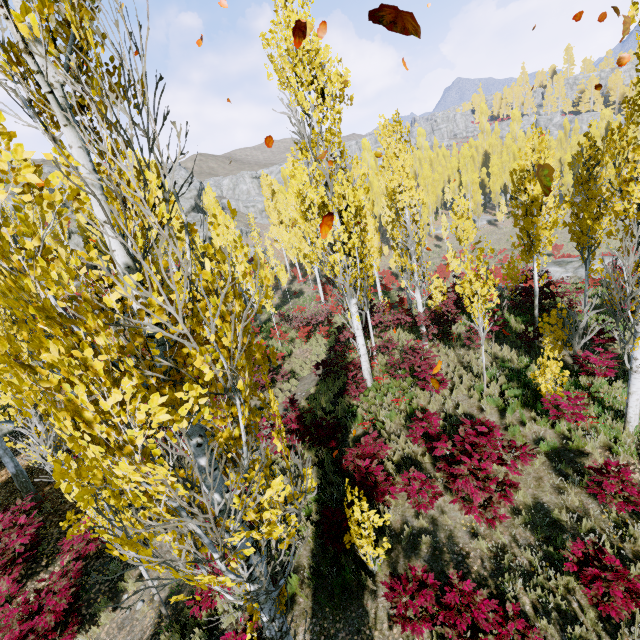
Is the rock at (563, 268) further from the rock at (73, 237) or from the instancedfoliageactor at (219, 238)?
the rock at (73, 237)

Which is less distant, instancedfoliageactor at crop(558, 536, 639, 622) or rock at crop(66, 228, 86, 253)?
instancedfoliageactor at crop(558, 536, 639, 622)

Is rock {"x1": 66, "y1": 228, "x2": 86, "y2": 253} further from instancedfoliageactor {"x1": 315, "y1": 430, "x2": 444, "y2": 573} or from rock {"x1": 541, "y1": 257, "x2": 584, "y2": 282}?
rock {"x1": 541, "y1": 257, "x2": 584, "y2": 282}

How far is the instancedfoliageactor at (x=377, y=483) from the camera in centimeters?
566cm

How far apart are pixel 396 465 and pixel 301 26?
8.72m

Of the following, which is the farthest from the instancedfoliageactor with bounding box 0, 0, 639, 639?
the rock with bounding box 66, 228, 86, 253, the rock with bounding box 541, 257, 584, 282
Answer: the rock with bounding box 66, 228, 86, 253
